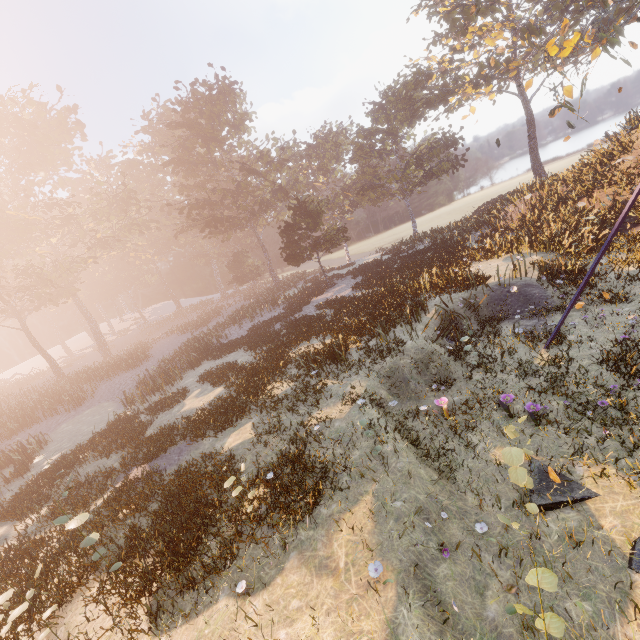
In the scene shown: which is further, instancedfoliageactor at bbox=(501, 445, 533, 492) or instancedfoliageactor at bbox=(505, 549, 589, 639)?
instancedfoliageactor at bbox=(501, 445, 533, 492)

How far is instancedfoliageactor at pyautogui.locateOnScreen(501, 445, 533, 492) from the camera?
5.5 meters

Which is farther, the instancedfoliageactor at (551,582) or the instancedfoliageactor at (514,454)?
the instancedfoliageactor at (514,454)

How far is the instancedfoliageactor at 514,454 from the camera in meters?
5.5

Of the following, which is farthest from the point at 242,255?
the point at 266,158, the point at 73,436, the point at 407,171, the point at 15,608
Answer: the point at 15,608
